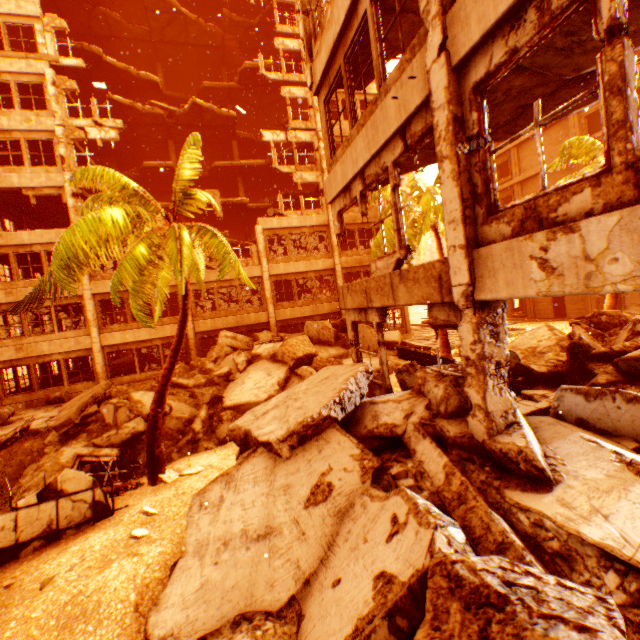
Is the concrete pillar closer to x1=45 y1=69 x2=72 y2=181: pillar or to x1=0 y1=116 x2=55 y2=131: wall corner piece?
x1=45 y1=69 x2=72 y2=181: pillar

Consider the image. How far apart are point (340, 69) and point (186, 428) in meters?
11.7 m

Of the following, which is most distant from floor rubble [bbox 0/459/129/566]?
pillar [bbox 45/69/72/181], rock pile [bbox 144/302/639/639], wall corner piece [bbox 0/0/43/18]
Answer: wall corner piece [bbox 0/0/43/18]

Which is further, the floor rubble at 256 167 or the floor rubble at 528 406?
the floor rubble at 256 167

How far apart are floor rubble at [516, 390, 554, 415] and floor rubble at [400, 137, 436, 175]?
5.6m

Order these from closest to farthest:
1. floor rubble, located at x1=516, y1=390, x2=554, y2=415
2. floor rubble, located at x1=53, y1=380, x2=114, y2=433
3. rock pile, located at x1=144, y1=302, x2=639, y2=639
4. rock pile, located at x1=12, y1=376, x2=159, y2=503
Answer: rock pile, located at x1=144, y1=302, x2=639, y2=639, floor rubble, located at x1=516, y1=390, x2=554, y2=415, rock pile, located at x1=12, y1=376, x2=159, y2=503, floor rubble, located at x1=53, y1=380, x2=114, y2=433

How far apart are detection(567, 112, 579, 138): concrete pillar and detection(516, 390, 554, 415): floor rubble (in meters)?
24.95

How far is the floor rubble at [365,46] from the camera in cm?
732
